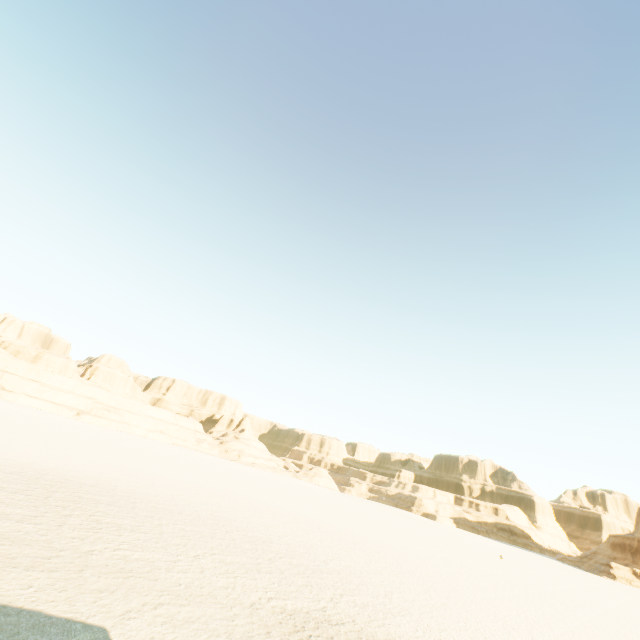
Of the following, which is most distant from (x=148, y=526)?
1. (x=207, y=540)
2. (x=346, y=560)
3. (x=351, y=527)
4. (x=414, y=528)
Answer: (x=414, y=528)
